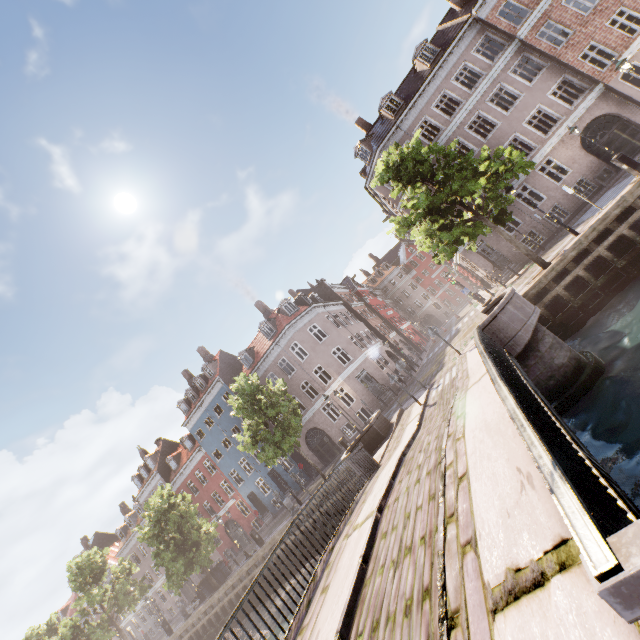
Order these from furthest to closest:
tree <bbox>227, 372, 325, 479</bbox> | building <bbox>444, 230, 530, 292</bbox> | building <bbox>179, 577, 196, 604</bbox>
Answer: building <bbox>179, 577, 196, 604</bbox>, building <bbox>444, 230, 530, 292</bbox>, tree <bbox>227, 372, 325, 479</bbox>

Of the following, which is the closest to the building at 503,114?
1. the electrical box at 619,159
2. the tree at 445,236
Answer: the tree at 445,236

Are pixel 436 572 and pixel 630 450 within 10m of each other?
yes

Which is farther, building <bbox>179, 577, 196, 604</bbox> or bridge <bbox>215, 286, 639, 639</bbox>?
building <bbox>179, 577, 196, 604</bbox>

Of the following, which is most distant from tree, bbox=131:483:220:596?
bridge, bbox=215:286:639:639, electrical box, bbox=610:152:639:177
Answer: electrical box, bbox=610:152:639:177

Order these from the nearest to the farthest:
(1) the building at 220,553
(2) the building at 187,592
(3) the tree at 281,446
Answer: (3) the tree at 281,446, (1) the building at 220,553, (2) the building at 187,592

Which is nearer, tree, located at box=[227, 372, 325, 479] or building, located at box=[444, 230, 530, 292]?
tree, located at box=[227, 372, 325, 479]

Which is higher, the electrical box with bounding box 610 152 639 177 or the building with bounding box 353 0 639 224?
the building with bounding box 353 0 639 224
